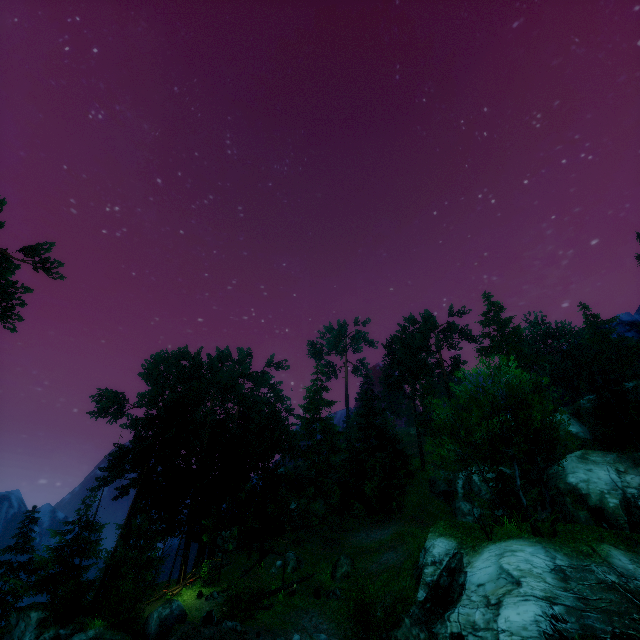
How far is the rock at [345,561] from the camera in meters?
22.9

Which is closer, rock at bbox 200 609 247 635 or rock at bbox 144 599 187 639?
rock at bbox 200 609 247 635

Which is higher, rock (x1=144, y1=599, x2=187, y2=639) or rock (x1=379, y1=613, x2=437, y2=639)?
rock (x1=379, y1=613, x2=437, y2=639)

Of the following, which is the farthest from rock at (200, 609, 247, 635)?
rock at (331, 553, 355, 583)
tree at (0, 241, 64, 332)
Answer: rock at (331, 553, 355, 583)

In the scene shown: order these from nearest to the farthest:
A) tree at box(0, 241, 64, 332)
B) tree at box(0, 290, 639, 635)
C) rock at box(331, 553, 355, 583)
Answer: tree at box(0, 290, 639, 635) < tree at box(0, 241, 64, 332) < rock at box(331, 553, 355, 583)

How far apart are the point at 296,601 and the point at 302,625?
3.4m

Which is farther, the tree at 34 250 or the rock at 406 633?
the tree at 34 250

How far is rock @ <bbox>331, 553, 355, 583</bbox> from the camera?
22.9m
